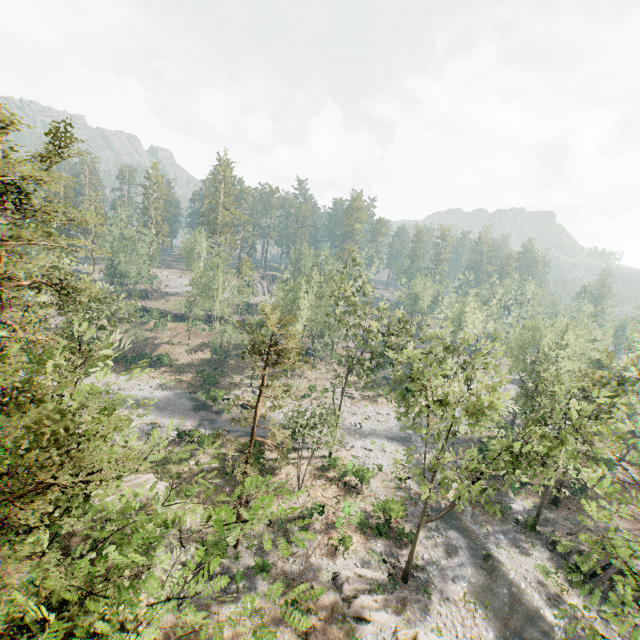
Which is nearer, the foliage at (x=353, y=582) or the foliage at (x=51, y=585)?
the foliage at (x=51, y=585)

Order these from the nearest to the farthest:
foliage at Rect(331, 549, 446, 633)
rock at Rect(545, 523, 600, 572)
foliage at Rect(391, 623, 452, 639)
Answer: foliage at Rect(391, 623, 452, 639) → foliage at Rect(331, 549, 446, 633) → rock at Rect(545, 523, 600, 572)

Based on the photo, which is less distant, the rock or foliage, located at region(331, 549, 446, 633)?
foliage, located at region(331, 549, 446, 633)

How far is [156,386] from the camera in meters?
48.1

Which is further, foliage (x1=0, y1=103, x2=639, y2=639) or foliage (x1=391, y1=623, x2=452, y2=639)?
foliage (x1=391, y1=623, x2=452, y2=639)

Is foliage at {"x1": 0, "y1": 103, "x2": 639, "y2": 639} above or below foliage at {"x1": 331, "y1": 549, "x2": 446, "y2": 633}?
above

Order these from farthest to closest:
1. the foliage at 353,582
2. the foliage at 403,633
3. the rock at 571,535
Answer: the rock at 571,535
the foliage at 353,582
the foliage at 403,633
